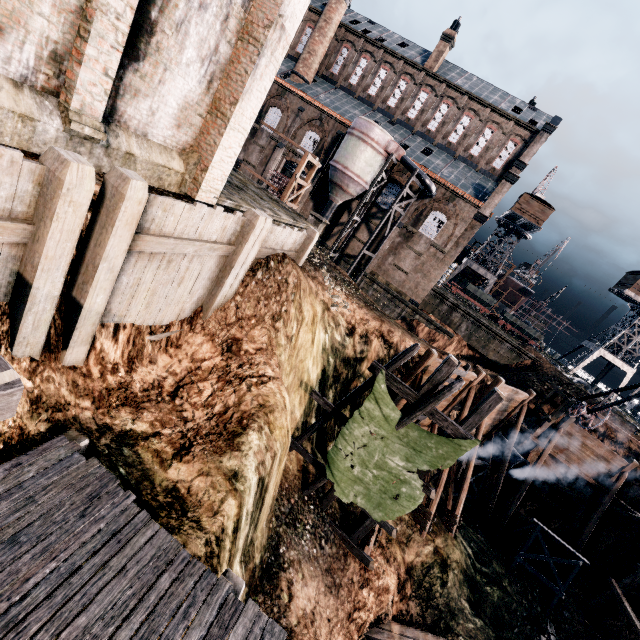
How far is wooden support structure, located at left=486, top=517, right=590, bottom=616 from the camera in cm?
1880

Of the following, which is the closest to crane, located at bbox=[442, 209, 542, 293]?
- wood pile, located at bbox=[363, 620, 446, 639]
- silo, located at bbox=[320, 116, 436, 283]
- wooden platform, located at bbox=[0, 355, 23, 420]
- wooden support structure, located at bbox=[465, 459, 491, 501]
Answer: silo, located at bbox=[320, 116, 436, 283]

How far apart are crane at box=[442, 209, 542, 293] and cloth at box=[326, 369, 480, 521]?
51.0 meters

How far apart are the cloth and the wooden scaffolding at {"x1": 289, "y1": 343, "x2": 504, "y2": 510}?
0.0 meters

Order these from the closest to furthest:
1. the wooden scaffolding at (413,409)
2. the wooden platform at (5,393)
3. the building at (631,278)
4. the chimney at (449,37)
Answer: the wooden platform at (5,393), the wooden scaffolding at (413,409), the chimney at (449,37), the building at (631,278)

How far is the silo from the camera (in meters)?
31.64

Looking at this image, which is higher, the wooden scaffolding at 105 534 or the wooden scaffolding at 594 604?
the wooden scaffolding at 105 534

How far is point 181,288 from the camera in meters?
9.6
